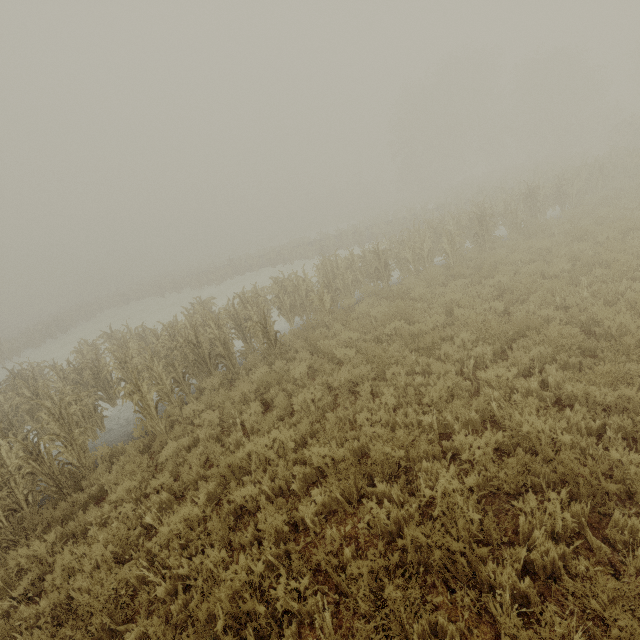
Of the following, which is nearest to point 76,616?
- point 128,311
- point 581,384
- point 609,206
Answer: point 581,384
